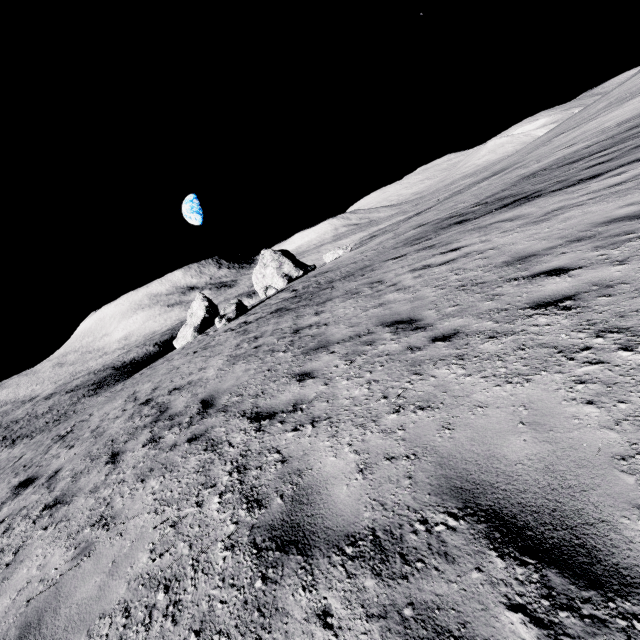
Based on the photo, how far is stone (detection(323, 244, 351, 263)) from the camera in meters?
33.9

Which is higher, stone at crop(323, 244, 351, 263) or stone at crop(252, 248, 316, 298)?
stone at crop(323, 244, 351, 263)

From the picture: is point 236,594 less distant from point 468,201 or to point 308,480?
point 308,480

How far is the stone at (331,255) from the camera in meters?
33.9

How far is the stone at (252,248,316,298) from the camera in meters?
39.9

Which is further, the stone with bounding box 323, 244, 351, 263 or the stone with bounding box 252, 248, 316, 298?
the stone with bounding box 252, 248, 316, 298

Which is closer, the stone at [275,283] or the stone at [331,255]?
the stone at [331,255]
